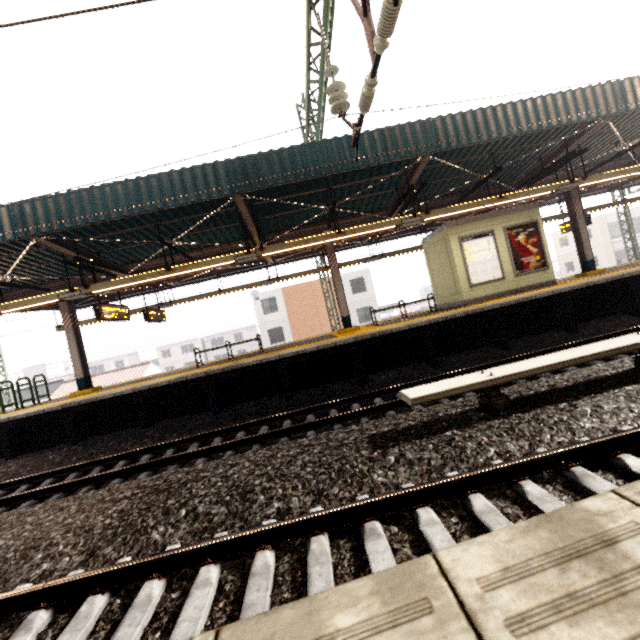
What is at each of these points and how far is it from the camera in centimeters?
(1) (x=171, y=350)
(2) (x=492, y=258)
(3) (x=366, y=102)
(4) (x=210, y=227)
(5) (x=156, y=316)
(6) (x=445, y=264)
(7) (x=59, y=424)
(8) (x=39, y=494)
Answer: (1) building, 5509cm
(2) sign, 1116cm
(3) power line, 532cm
(4) awning structure, 1001cm
(5) sign, 1316cm
(6) elevator, 1182cm
(7) platform underside, 921cm
(8) train track, 571cm

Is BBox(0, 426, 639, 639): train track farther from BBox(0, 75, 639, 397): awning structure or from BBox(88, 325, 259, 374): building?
BBox(88, 325, 259, 374): building

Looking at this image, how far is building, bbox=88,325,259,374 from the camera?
54.6 meters

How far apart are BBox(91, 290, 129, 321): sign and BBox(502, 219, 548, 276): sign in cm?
1327

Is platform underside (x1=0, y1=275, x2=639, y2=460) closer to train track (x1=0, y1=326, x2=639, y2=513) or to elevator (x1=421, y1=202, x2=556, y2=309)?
train track (x1=0, y1=326, x2=639, y2=513)

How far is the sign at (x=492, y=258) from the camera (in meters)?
11.11

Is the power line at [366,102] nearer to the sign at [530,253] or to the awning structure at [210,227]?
the awning structure at [210,227]

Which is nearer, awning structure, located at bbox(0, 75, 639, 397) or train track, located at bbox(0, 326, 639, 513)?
train track, located at bbox(0, 326, 639, 513)
